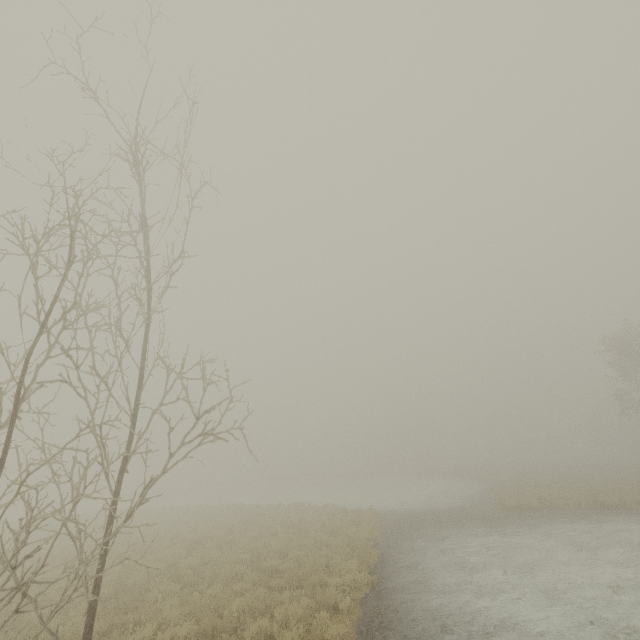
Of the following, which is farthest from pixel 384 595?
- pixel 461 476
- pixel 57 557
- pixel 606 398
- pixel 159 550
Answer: pixel 606 398
